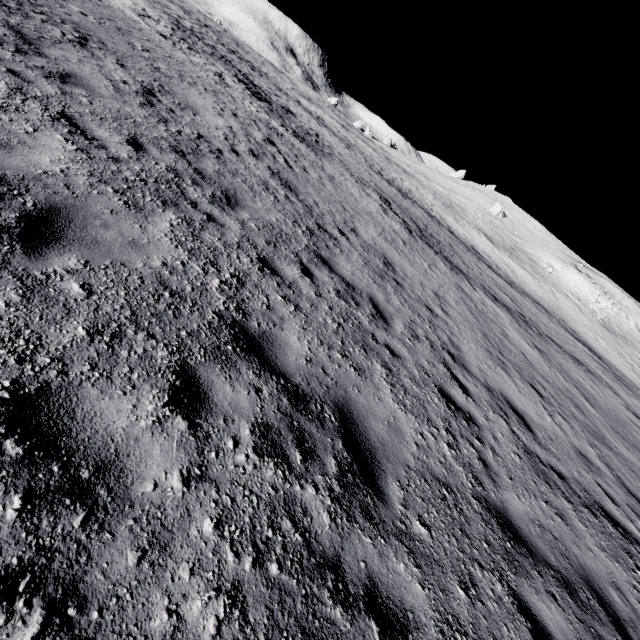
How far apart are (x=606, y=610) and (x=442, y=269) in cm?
1322
